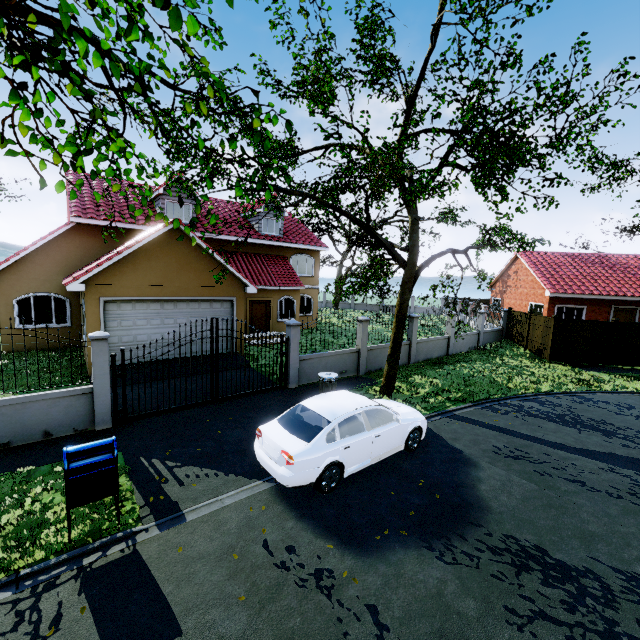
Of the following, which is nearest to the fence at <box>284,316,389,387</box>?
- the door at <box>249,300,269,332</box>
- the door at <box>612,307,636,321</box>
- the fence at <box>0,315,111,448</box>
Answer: the fence at <box>0,315,111,448</box>

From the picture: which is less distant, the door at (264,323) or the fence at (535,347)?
the fence at (535,347)

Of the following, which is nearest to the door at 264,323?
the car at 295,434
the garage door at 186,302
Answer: the garage door at 186,302

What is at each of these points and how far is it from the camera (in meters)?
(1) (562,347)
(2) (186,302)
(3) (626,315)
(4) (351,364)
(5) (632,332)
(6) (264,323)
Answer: (1) fence, 17.70
(2) garage door, 13.48
(3) door, 22.27
(4) fence, 13.95
(5) fence, 17.19
(6) door, 20.30

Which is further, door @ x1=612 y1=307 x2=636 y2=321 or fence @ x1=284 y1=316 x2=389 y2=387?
door @ x1=612 y1=307 x2=636 y2=321

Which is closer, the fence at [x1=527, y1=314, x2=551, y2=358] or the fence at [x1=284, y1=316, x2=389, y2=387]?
the fence at [x1=284, y1=316, x2=389, y2=387]

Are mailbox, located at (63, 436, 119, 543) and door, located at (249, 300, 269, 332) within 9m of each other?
no

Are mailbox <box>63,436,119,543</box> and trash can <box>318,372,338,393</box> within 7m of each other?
yes
